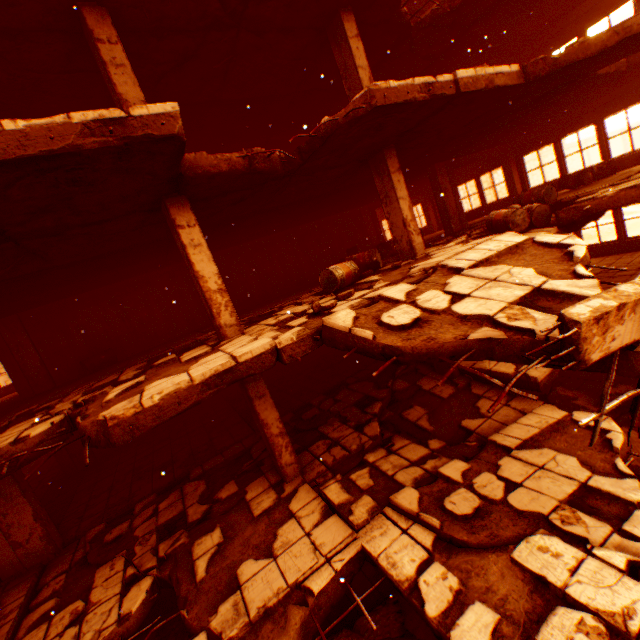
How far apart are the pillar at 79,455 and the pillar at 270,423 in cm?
843

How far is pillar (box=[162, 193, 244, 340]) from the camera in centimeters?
552cm

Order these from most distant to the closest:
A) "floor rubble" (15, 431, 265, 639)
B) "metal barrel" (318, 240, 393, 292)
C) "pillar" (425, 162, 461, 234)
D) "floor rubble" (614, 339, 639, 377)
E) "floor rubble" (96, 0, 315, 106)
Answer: "pillar" (425, 162, 461, 234) < "metal barrel" (318, 240, 393, 292) < "floor rubble" (96, 0, 315, 106) < "floor rubble" (15, 431, 265, 639) < "floor rubble" (614, 339, 639, 377)

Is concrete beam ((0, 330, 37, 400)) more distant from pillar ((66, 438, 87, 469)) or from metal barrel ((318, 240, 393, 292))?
metal barrel ((318, 240, 393, 292))

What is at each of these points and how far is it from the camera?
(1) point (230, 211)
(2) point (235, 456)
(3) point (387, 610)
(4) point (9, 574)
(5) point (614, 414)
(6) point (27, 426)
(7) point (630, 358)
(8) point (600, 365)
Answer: (1) floor rubble, 7.9 meters
(2) floor rubble, 8.3 meters
(3) rock pile, 5.6 meters
(4) concrete beam, 6.5 meters
(5) rock pile, 8.3 meters
(6) floor rubble, 4.9 meters
(7) floor rubble, 2.8 meters
(8) floor rubble, 2.9 meters

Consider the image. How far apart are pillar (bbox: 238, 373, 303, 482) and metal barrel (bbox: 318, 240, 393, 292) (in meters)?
3.66

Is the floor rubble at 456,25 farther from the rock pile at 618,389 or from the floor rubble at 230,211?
the rock pile at 618,389

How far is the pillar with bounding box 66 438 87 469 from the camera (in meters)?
11.03
